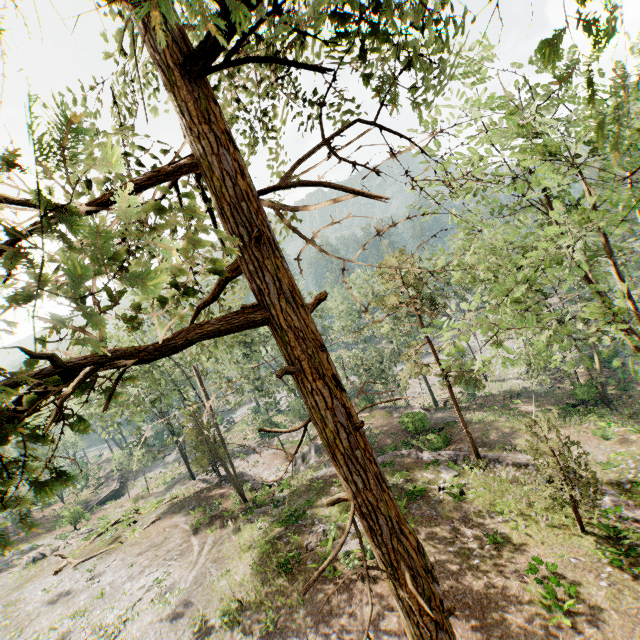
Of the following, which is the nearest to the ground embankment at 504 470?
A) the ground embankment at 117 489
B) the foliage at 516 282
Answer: the foliage at 516 282

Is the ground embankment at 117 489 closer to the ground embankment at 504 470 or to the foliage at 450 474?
the foliage at 450 474

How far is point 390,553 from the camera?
4.1 meters

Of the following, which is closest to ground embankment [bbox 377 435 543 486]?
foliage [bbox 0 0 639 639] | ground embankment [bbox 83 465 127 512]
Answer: foliage [bbox 0 0 639 639]

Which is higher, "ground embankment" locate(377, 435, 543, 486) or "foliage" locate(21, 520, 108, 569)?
"foliage" locate(21, 520, 108, 569)

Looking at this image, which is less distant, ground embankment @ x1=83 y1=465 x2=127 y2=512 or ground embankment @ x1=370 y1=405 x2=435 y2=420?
ground embankment @ x1=370 y1=405 x2=435 y2=420

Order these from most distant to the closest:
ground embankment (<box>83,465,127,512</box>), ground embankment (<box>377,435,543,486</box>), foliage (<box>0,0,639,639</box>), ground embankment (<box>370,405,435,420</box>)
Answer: ground embankment (<box>83,465,127,512</box>) → ground embankment (<box>370,405,435,420</box>) → ground embankment (<box>377,435,543,486</box>) → foliage (<box>0,0,639,639</box>)

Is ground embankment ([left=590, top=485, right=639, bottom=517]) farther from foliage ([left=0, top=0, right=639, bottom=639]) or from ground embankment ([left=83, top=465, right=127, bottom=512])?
ground embankment ([left=83, top=465, right=127, bottom=512])
